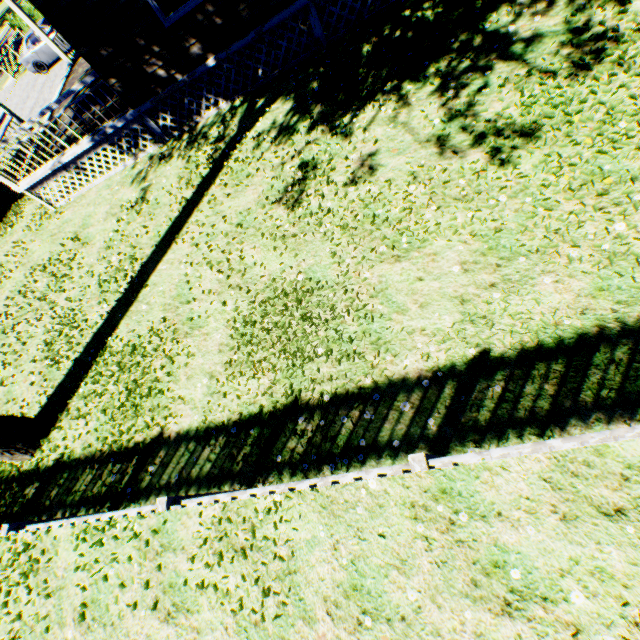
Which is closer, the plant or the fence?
the fence

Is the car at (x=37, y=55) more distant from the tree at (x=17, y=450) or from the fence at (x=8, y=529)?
the tree at (x=17, y=450)

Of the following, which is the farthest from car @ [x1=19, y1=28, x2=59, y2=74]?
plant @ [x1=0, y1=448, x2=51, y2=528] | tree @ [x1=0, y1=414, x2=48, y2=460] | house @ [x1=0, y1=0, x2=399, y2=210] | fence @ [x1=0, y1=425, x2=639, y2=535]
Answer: tree @ [x1=0, y1=414, x2=48, y2=460]

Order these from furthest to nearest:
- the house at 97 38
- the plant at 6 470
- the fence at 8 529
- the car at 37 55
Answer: the car at 37 55
the house at 97 38
the plant at 6 470
the fence at 8 529

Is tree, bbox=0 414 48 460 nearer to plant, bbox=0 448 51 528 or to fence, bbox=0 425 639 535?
fence, bbox=0 425 639 535

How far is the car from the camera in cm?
1845

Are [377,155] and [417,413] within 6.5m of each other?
yes

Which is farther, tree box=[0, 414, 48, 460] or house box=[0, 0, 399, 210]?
house box=[0, 0, 399, 210]
